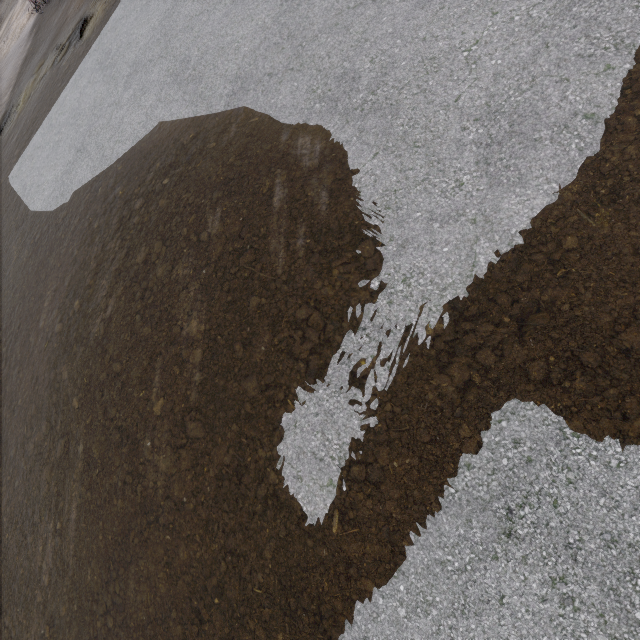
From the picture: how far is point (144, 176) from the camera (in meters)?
6.21
